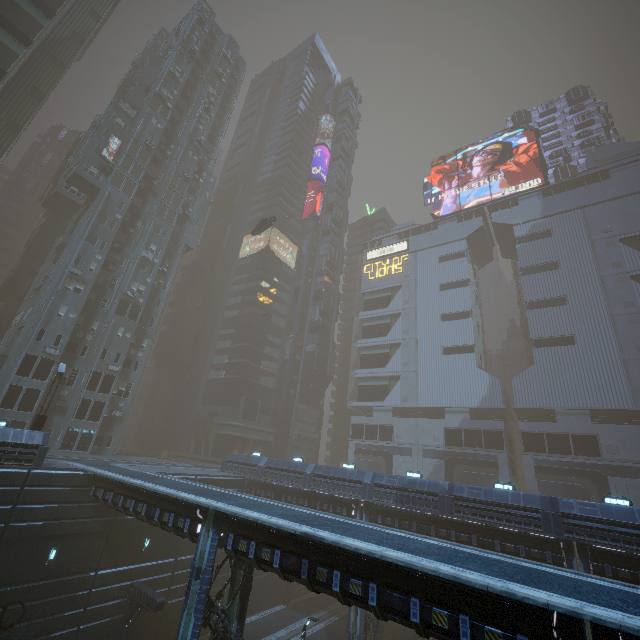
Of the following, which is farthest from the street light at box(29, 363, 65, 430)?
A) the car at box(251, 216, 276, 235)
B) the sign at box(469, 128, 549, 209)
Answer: the sign at box(469, 128, 549, 209)

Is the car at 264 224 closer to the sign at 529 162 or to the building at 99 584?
the building at 99 584

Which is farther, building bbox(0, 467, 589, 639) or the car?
the car

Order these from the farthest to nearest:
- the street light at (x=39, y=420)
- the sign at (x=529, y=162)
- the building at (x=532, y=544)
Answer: the sign at (x=529, y=162), the street light at (x=39, y=420), the building at (x=532, y=544)

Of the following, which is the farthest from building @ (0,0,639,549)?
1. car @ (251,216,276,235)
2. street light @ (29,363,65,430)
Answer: car @ (251,216,276,235)

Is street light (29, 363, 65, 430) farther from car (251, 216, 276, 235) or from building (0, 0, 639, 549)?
car (251, 216, 276, 235)

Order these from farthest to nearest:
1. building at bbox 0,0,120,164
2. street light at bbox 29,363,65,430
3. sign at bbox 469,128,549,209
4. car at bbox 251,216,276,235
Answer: sign at bbox 469,128,549,209, car at bbox 251,216,276,235, building at bbox 0,0,120,164, street light at bbox 29,363,65,430

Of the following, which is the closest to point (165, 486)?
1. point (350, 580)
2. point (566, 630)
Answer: point (350, 580)
